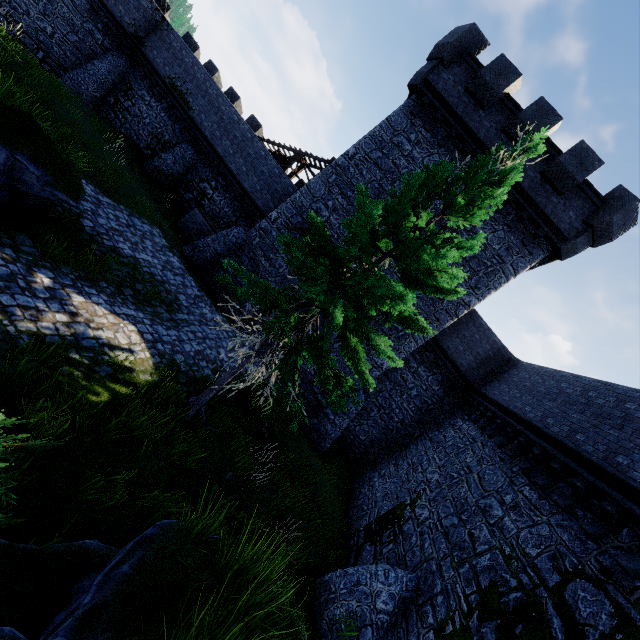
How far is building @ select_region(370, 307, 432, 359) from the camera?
15.2 meters

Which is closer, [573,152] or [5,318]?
[5,318]

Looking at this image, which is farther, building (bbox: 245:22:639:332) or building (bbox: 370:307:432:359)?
building (bbox: 370:307:432:359)

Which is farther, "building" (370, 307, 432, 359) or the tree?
"building" (370, 307, 432, 359)

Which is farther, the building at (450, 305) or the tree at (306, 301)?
the building at (450, 305)

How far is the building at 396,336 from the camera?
15.16m
